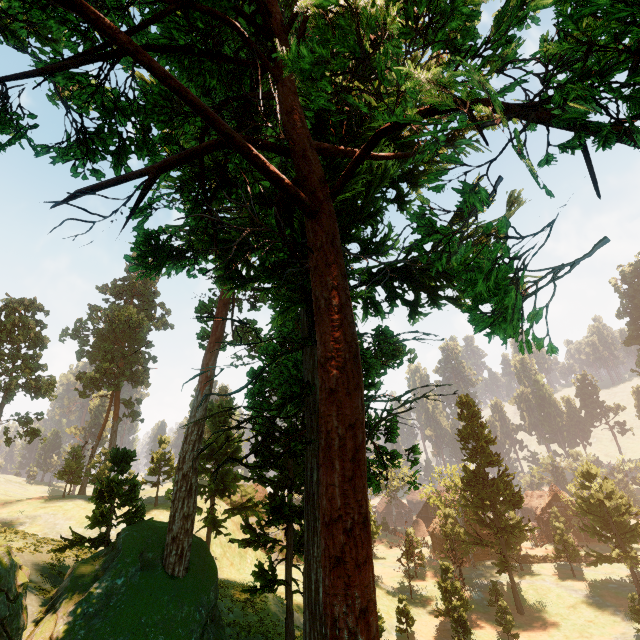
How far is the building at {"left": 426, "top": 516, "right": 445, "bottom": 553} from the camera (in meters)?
55.12

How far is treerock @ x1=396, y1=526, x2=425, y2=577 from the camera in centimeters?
4069cm

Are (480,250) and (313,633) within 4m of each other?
no

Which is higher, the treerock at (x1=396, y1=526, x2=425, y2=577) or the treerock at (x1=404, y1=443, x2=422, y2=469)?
the treerock at (x1=404, y1=443, x2=422, y2=469)

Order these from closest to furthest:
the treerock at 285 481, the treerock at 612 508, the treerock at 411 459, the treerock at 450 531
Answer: the treerock at 285 481 < the treerock at 411 459 < the treerock at 450 531 < the treerock at 612 508

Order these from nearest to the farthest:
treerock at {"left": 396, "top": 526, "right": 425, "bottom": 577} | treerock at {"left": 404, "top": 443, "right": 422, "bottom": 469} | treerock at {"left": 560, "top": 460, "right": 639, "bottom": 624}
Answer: treerock at {"left": 404, "top": 443, "right": 422, "bottom": 469}
treerock at {"left": 560, "top": 460, "right": 639, "bottom": 624}
treerock at {"left": 396, "top": 526, "right": 425, "bottom": 577}

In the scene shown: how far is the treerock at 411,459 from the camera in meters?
16.9
